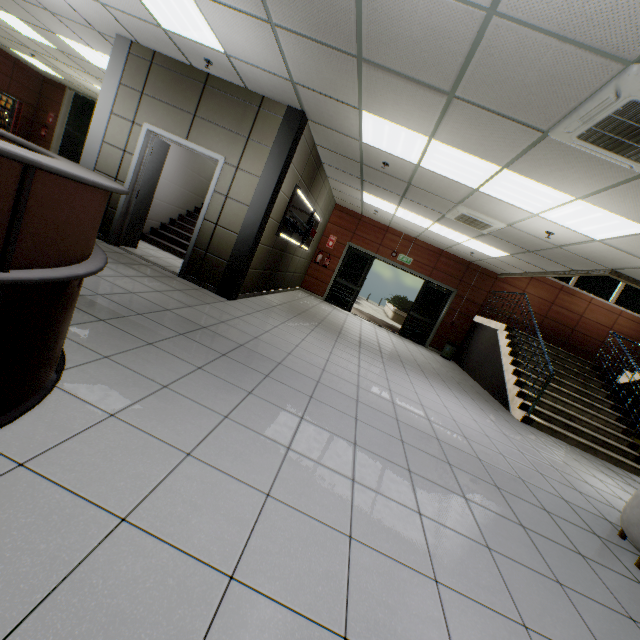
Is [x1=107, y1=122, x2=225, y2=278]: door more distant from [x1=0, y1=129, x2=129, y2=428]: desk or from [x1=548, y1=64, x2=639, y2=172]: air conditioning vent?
[x1=548, y1=64, x2=639, y2=172]: air conditioning vent

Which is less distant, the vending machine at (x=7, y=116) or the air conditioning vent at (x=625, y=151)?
the air conditioning vent at (x=625, y=151)

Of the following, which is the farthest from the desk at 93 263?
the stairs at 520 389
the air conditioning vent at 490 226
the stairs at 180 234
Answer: the stairs at 520 389

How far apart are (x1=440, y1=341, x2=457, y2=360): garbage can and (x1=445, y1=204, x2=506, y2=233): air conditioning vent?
4.7 meters

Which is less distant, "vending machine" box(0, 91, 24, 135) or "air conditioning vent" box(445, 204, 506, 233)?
"air conditioning vent" box(445, 204, 506, 233)

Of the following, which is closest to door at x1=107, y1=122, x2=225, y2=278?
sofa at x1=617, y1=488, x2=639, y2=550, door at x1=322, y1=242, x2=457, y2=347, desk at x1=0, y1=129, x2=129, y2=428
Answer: desk at x1=0, y1=129, x2=129, y2=428

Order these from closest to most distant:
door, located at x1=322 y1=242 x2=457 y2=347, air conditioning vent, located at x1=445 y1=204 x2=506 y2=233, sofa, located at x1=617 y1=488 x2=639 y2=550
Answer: sofa, located at x1=617 y1=488 x2=639 y2=550, air conditioning vent, located at x1=445 y1=204 x2=506 y2=233, door, located at x1=322 y1=242 x2=457 y2=347

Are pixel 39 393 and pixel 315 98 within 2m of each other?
no
